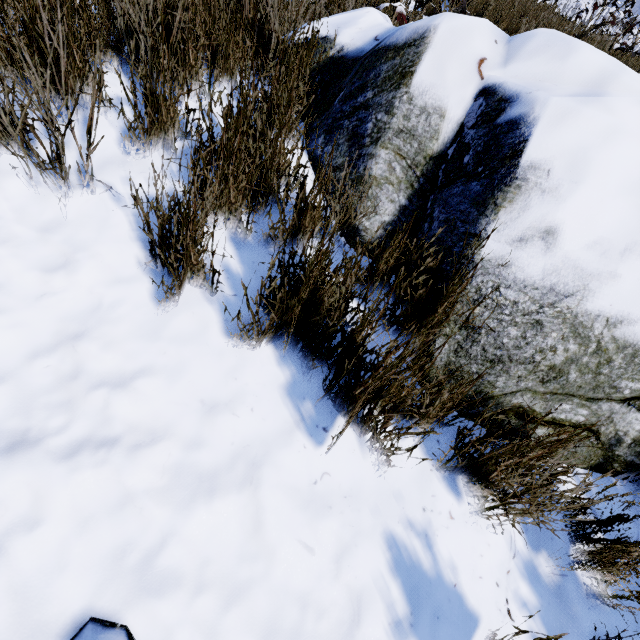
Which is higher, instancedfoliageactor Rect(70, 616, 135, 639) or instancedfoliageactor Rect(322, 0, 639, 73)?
instancedfoliageactor Rect(322, 0, 639, 73)

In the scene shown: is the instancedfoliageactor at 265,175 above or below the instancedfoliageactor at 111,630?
above

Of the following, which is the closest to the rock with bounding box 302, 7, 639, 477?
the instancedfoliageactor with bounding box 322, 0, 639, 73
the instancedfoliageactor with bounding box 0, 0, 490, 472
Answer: the instancedfoliageactor with bounding box 0, 0, 490, 472

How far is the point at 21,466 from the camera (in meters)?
0.88

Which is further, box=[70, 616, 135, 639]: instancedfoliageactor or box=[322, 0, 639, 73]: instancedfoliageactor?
box=[322, 0, 639, 73]: instancedfoliageactor

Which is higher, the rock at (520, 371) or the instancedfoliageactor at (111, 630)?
the rock at (520, 371)

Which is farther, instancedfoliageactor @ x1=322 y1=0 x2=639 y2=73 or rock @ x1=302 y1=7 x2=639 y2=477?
instancedfoliageactor @ x1=322 y1=0 x2=639 y2=73
